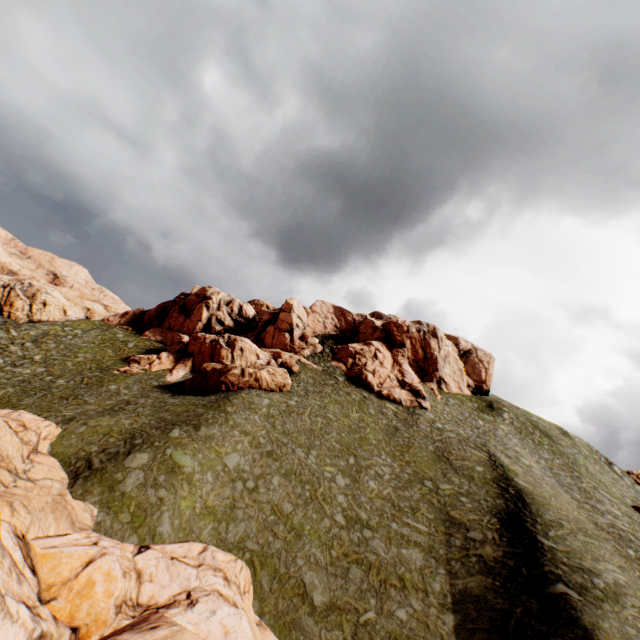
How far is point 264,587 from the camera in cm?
1669

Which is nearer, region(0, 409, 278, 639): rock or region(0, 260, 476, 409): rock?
region(0, 409, 278, 639): rock

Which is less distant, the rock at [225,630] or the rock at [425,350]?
the rock at [225,630]

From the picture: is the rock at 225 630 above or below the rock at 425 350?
below

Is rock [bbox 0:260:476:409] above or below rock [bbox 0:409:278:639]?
above
